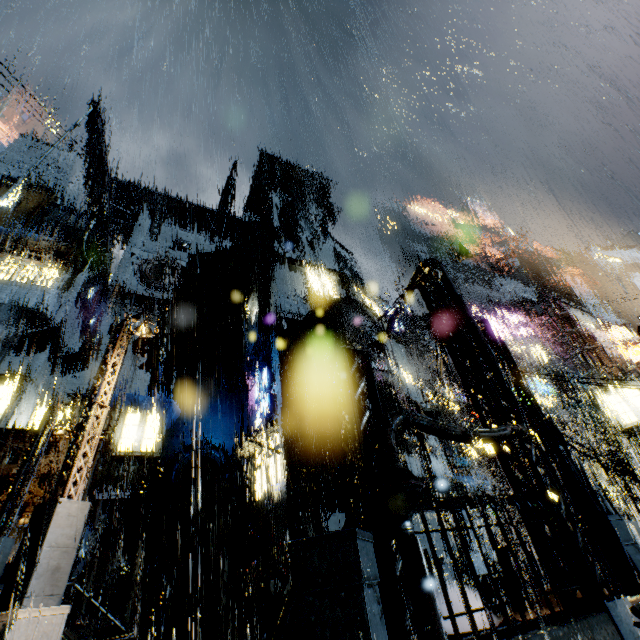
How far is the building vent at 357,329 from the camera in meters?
20.5

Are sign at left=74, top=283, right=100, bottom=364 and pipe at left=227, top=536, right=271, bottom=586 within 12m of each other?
no

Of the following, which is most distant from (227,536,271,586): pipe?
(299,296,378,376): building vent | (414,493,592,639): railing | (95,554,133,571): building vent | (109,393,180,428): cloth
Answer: (414,493,592,639): railing

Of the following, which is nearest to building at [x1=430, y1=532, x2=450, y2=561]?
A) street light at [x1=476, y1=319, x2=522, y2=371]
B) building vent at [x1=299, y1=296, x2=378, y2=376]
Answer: building vent at [x1=299, y1=296, x2=378, y2=376]

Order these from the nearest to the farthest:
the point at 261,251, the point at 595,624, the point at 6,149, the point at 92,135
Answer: the point at 595,624
the point at 92,135
the point at 261,251
the point at 6,149

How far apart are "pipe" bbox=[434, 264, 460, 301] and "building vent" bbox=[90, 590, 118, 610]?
22.33m

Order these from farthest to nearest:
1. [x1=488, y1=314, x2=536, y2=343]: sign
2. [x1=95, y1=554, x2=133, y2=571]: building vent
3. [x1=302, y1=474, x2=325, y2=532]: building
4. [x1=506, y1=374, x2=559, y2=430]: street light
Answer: [x1=488, y1=314, x2=536, y2=343]: sign < [x1=95, y1=554, x2=133, y2=571]: building vent < [x1=302, y1=474, x2=325, y2=532]: building < [x1=506, y1=374, x2=559, y2=430]: street light

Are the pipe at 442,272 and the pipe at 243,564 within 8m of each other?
no
